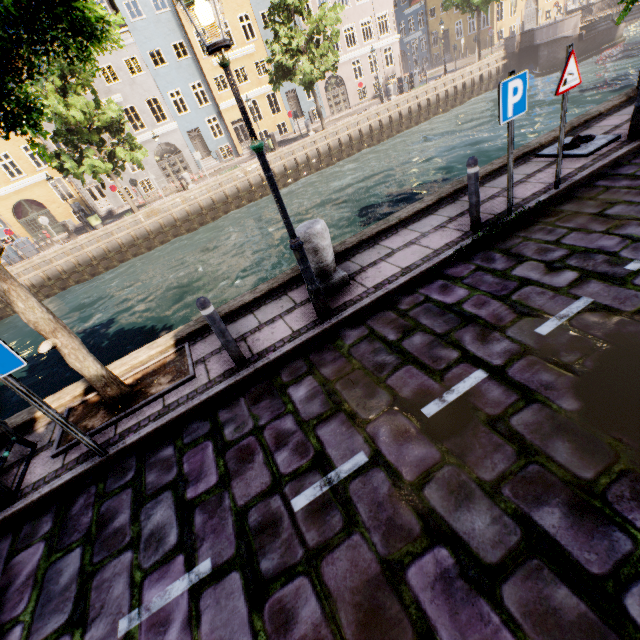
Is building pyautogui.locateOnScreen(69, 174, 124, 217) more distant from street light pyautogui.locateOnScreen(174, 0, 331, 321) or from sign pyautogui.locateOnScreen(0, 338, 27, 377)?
sign pyautogui.locateOnScreen(0, 338, 27, 377)

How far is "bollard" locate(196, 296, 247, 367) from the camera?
3.80m

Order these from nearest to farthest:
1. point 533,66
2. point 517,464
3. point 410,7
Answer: point 517,464
point 533,66
point 410,7

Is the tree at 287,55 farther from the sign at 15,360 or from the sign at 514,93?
the sign at 514,93

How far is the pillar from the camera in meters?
4.7

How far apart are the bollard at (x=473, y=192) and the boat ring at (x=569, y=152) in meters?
3.0

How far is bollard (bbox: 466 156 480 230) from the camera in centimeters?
468cm

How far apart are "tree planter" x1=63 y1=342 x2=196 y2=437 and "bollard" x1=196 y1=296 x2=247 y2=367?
0.6m
